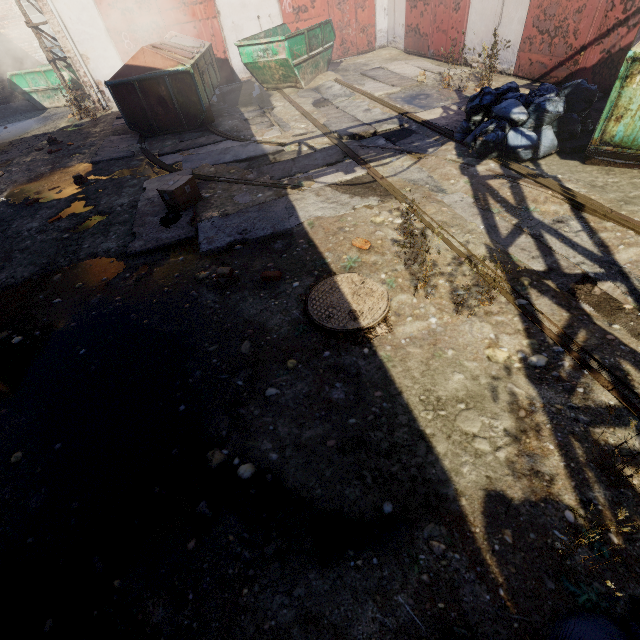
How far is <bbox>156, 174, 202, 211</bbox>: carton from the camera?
5.2 meters

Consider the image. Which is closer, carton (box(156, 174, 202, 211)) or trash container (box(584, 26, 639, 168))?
trash container (box(584, 26, 639, 168))

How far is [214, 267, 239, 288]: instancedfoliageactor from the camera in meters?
3.9

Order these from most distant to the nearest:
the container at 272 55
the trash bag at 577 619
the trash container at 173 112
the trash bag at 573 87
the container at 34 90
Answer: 1. the container at 34 90
2. the container at 272 55
3. the trash container at 173 112
4. the trash bag at 573 87
5. the trash bag at 577 619

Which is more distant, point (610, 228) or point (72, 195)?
point (72, 195)

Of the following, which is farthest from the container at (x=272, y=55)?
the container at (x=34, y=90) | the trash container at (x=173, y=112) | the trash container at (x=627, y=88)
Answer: the container at (x=34, y=90)

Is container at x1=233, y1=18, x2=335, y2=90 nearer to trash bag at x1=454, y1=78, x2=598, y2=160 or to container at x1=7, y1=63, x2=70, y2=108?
trash bag at x1=454, y1=78, x2=598, y2=160

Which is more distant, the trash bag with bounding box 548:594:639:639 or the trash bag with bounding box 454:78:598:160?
the trash bag with bounding box 454:78:598:160
